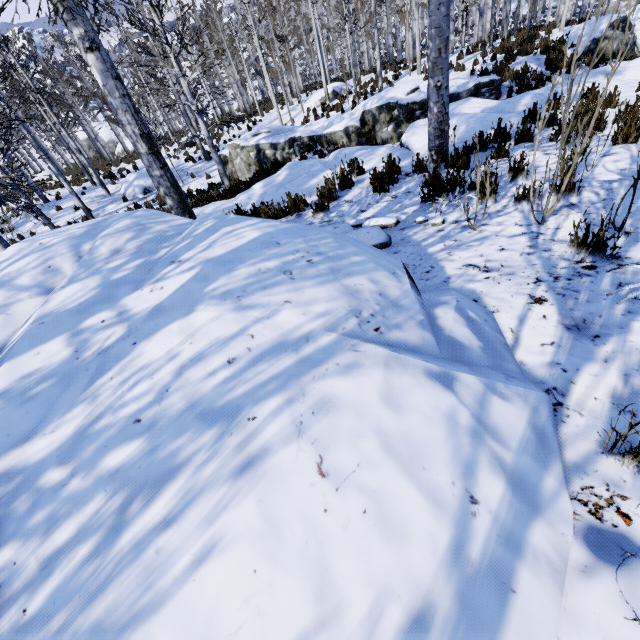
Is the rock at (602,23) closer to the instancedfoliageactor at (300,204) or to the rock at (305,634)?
the instancedfoliageactor at (300,204)

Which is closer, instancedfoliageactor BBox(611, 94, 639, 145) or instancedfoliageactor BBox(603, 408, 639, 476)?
instancedfoliageactor BBox(603, 408, 639, 476)

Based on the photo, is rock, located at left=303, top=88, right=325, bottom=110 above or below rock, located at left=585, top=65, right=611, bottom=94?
below

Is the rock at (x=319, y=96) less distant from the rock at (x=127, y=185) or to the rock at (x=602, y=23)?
the rock at (x=127, y=185)

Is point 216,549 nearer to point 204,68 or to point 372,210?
point 372,210

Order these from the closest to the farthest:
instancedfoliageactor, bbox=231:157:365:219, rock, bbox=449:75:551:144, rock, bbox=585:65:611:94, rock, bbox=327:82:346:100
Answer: instancedfoliageactor, bbox=231:157:365:219, rock, bbox=449:75:551:144, rock, bbox=585:65:611:94, rock, bbox=327:82:346:100

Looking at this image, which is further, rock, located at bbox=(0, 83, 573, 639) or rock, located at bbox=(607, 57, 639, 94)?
rock, located at bbox=(607, 57, 639, 94)
